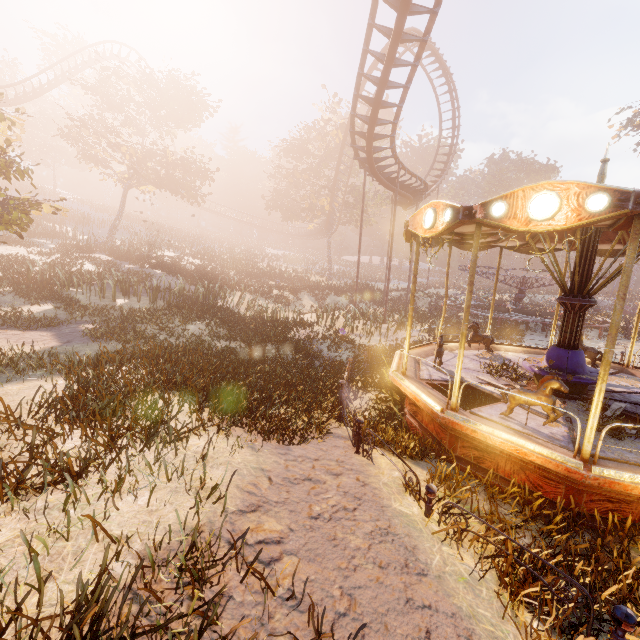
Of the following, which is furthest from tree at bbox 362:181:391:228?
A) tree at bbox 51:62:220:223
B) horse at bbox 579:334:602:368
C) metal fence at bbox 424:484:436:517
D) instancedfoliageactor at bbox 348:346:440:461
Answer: metal fence at bbox 424:484:436:517

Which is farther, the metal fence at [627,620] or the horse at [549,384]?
the horse at [549,384]

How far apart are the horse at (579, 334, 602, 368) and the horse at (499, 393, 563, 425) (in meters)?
5.41

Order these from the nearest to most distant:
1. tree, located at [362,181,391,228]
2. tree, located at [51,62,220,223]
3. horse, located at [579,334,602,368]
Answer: horse, located at [579,334,602,368], tree, located at [51,62,220,223], tree, located at [362,181,391,228]

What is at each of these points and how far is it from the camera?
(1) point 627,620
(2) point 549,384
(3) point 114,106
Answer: (1) metal fence, 2.9 meters
(2) horse, 5.3 meters
(3) tree, 25.0 meters

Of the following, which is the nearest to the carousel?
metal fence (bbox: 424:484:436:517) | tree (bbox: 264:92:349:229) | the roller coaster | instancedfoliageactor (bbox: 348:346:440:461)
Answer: instancedfoliageactor (bbox: 348:346:440:461)

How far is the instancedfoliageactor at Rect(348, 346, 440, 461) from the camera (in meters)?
6.41

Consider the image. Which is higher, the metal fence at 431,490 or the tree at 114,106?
the tree at 114,106
